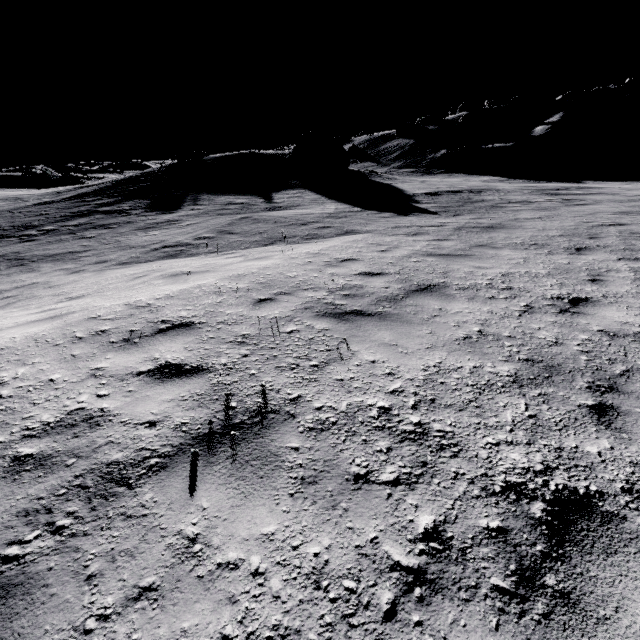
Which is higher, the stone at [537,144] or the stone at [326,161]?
the stone at [326,161]

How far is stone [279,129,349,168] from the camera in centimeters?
2802cm

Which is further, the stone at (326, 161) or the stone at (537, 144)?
the stone at (537, 144)

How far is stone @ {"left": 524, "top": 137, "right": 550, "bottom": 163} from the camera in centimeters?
5112cm

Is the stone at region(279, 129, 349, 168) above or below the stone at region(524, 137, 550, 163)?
above

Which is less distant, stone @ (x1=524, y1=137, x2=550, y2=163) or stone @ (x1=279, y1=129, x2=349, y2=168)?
stone @ (x1=279, y1=129, x2=349, y2=168)

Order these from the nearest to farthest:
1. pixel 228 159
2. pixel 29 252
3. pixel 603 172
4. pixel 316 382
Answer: pixel 316 382 → pixel 29 252 → pixel 228 159 → pixel 603 172
